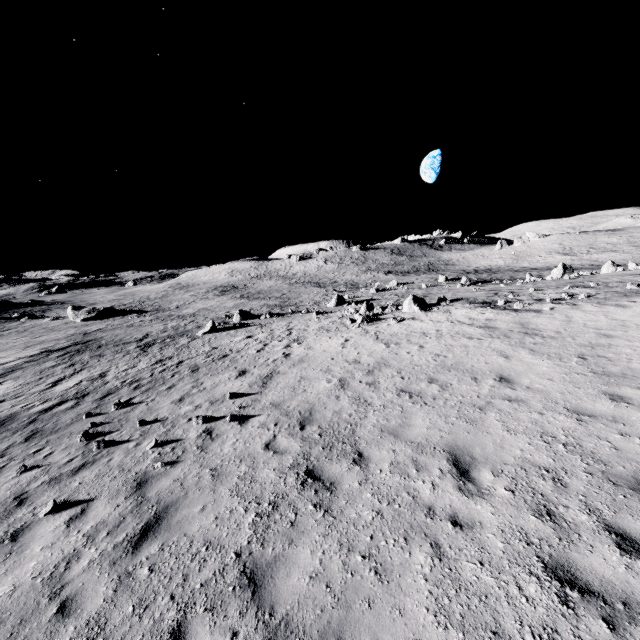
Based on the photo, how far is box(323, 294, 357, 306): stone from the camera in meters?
35.0

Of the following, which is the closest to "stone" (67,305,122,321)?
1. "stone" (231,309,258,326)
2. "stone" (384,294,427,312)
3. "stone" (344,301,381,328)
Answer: "stone" (231,309,258,326)

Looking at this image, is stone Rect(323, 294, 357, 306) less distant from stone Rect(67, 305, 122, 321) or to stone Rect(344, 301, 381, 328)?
stone Rect(344, 301, 381, 328)

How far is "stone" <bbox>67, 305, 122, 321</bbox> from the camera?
50.8 meters

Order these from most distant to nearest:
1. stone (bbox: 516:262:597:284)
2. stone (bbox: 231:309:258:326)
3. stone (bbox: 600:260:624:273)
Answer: stone (bbox: 231:309:258:326), stone (bbox: 516:262:597:284), stone (bbox: 600:260:624:273)

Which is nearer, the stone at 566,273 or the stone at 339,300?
the stone at 566,273

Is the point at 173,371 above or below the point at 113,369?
above

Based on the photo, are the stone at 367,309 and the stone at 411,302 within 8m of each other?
yes
